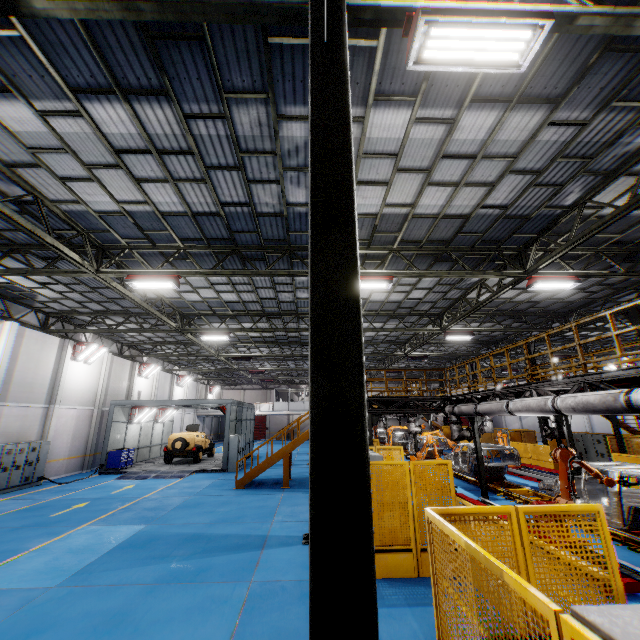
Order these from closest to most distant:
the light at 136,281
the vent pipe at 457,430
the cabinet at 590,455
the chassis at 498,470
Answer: the light at 136,281, the vent pipe at 457,430, the chassis at 498,470, the cabinet at 590,455

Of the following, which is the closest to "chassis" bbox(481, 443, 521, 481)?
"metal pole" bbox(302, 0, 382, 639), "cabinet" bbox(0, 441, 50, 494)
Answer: "metal pole" bbox(302, 0, 382, 639)

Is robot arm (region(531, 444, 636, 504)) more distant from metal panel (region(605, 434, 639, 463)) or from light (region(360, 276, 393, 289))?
light (region(360, 276, 393, 289))

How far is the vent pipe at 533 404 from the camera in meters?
8.4 m

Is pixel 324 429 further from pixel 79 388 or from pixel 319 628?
pixel 79 388

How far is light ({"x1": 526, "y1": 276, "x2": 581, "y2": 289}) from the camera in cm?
1123

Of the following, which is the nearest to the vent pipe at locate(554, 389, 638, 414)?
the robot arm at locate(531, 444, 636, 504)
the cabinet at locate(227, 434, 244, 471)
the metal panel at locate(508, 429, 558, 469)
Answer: the robot arm at locate(531, 444, 636, 504)

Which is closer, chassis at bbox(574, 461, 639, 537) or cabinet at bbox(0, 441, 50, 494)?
chassis at bbox(574, 461, 639, 537)
